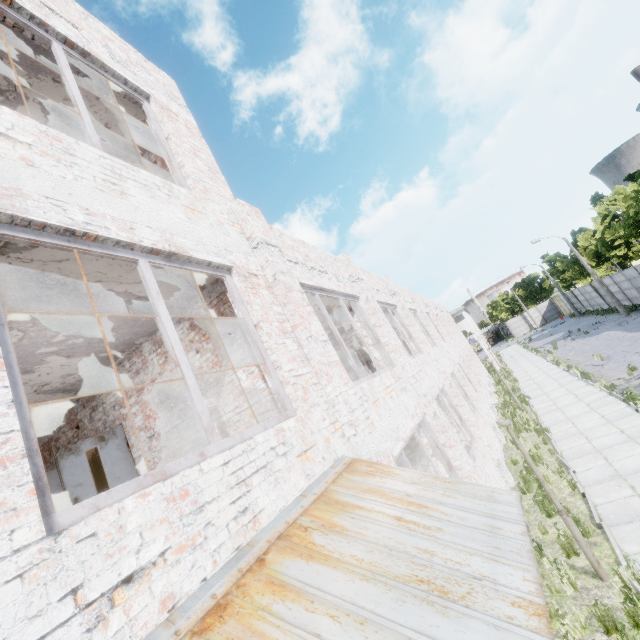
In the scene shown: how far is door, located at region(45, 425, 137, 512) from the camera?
5.77m

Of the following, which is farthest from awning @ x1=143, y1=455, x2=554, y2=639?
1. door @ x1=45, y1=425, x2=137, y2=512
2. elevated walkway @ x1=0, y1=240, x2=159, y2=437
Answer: door @ x1=45, y1=425, x2=137, y2=512

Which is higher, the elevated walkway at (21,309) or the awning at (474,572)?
the elevated walkway at (21,309)

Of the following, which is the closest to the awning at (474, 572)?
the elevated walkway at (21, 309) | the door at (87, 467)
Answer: the elevated walkway at (21, 309)

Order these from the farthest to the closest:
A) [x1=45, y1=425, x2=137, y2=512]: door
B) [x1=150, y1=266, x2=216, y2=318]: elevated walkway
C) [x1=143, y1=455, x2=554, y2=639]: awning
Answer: [x1=45, y1=425, x2=137, y2=512]: door < [x1=150, y1=266, x2=216, y2=318]: elevated walkway < [x1=143, y1=455, x2=554, y2=639]: awning

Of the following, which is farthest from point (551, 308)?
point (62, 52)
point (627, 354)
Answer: point (62, 52)

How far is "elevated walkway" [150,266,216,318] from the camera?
4.4m

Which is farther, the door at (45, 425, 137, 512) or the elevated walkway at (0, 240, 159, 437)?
the door at (45, 425, 137, 512)
